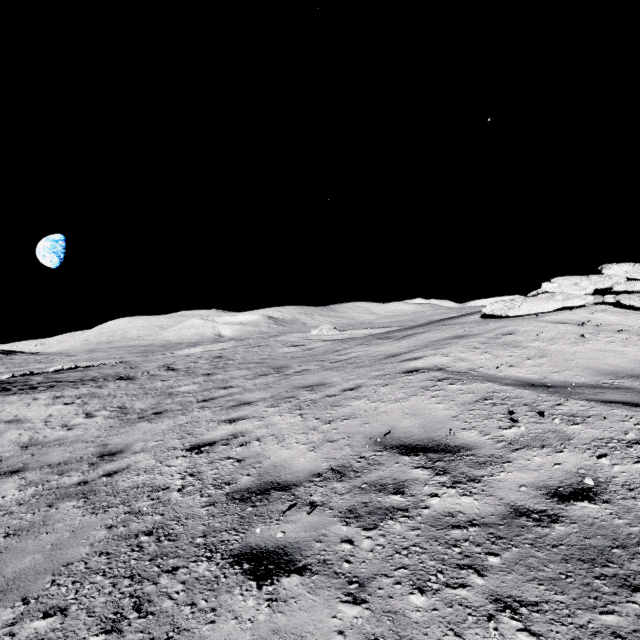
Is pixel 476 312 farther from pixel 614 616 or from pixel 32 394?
pixel 32 394
